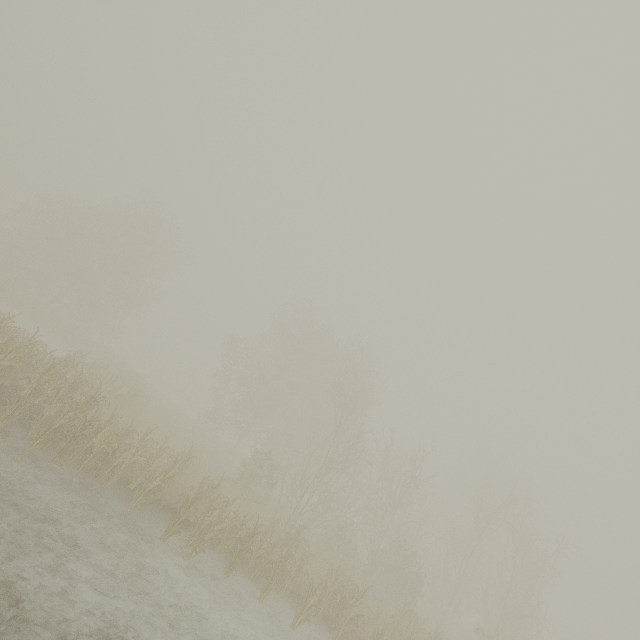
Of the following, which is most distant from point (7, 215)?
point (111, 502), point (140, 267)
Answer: point (111, 502)
